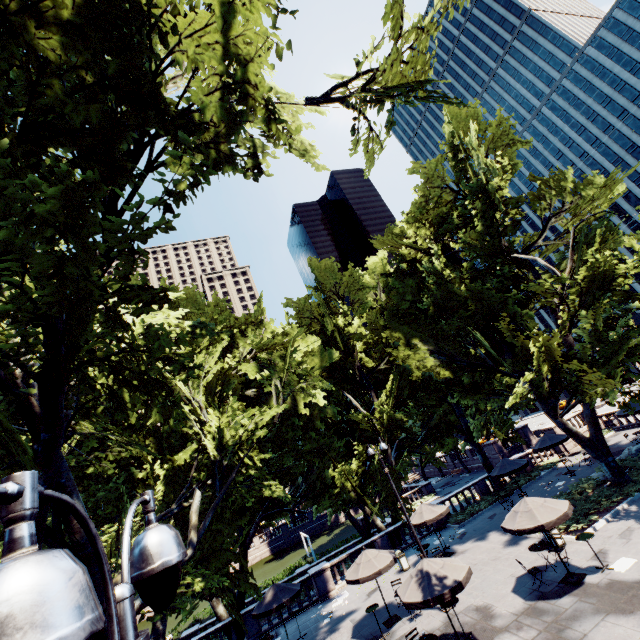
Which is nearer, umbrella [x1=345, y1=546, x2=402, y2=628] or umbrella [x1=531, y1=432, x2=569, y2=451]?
umbrella [x1=345, y1=546, x2=402, y2=628]

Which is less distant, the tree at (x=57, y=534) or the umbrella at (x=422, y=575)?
the tree at (x=57, y=534)

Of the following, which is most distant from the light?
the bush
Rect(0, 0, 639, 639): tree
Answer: the bush

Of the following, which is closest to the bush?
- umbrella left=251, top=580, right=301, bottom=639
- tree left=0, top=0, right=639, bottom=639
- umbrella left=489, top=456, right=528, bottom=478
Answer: tree left=0, top=0, right=639, bottom=639

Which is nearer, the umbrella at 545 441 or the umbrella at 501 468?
the umbrella at 501 468

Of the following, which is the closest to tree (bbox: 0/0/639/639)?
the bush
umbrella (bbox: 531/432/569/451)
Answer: the bush

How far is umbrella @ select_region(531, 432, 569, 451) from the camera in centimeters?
2420cm

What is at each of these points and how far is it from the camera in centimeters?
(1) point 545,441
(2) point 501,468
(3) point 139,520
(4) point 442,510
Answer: (1) umbrella, 2497cm
(2) umbrella, 2269cm
(3) tree, 1956cm
(4) umbrella, 1973cm
